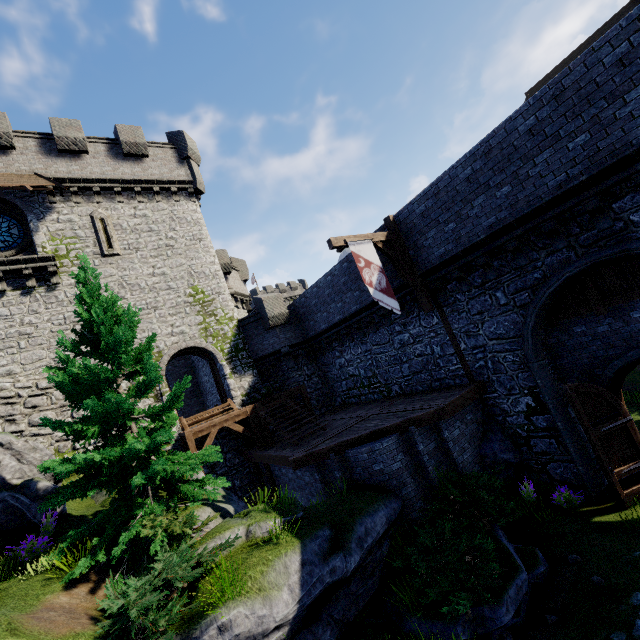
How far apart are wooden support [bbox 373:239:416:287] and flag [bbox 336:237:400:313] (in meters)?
0.35

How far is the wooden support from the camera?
11.85m

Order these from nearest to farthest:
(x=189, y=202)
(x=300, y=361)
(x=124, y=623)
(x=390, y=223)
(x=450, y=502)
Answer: (x=124, y=623) → (x=450, y=502) → (x=390, y=223) → (x=300, y=361) → (x=189, y=202)

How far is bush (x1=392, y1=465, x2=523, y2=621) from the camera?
6.4 meters

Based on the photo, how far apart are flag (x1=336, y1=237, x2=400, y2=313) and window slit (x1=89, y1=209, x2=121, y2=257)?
12.7m

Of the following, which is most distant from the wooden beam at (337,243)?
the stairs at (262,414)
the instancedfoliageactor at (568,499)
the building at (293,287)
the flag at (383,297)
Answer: the building at (293,287)

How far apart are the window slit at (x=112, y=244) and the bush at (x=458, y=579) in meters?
18.1

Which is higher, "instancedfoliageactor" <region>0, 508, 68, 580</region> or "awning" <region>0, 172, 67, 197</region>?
"awning" <region>0, 172, 67, 197</region>
